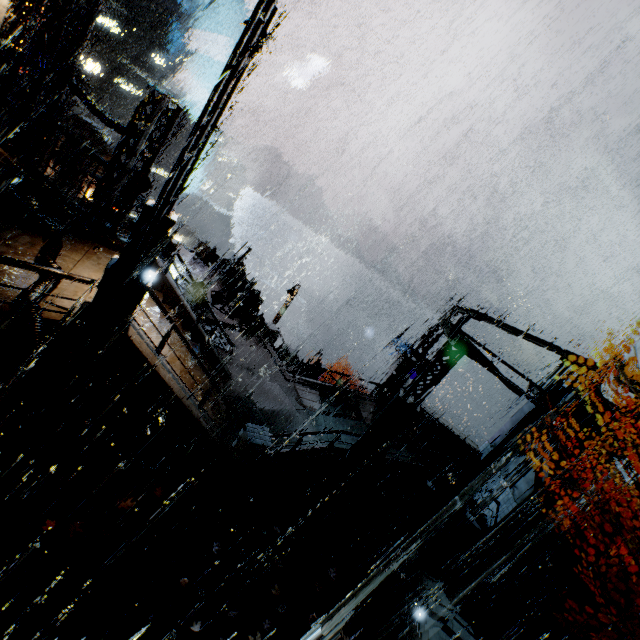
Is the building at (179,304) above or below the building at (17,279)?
below

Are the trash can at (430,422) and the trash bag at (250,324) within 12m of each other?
yes

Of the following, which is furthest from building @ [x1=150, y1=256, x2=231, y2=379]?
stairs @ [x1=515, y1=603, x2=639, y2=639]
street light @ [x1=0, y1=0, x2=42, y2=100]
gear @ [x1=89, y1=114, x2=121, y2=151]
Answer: gear @ [x1=89, y1=114, x2=121, y2=151]

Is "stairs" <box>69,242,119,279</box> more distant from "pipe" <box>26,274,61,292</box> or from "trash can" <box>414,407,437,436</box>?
"trash can" <box>414,407,437,436</box>

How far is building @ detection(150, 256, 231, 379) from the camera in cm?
1161

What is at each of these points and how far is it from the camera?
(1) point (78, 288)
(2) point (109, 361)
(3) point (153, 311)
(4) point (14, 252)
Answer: (1) stairs, 7.84m
(2) building, 7.24m
(3) stairs, 10.44m
(4) building, 7.61m

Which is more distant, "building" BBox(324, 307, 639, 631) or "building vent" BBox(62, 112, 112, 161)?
"building vent" BBox(62, 112, 112, 161)

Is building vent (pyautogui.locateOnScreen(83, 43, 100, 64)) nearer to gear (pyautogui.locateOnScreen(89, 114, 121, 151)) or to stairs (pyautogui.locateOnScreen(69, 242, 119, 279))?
gear (pyautogui.locateOnScreen(89, 114, 121, 151))
